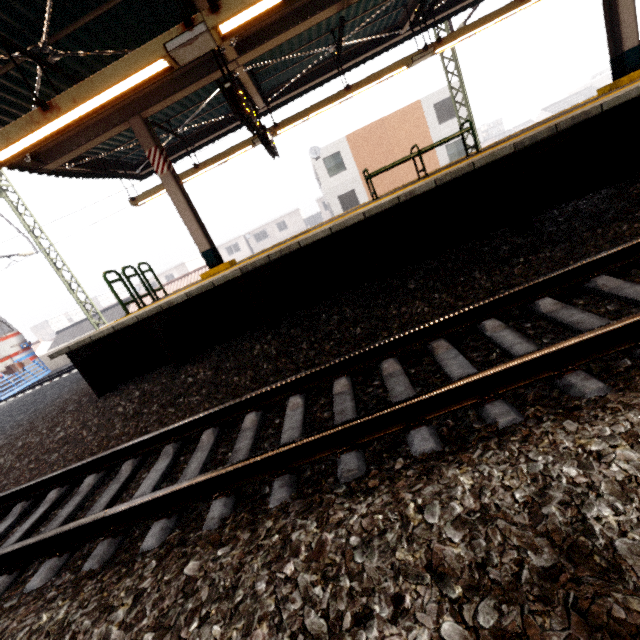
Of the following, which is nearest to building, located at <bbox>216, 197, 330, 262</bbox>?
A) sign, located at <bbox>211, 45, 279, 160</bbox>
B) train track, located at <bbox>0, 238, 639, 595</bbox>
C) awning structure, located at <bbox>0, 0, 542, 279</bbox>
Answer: awning structure, located at <bbox>0, 0, 542, 279</bbox>

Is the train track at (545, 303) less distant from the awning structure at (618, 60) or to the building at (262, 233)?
the awning structure at (618, 60)

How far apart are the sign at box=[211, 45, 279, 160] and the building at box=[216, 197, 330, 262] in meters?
45.8

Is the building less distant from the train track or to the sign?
the sign

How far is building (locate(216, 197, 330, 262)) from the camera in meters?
50.6 m

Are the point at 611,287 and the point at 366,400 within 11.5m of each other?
yes

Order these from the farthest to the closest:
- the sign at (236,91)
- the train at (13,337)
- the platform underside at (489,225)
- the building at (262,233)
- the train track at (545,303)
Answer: the building at (262,233)
the train at (13,337)
the sign at (236,91)
the platform underside at (489,225)
the train track at (545,303)

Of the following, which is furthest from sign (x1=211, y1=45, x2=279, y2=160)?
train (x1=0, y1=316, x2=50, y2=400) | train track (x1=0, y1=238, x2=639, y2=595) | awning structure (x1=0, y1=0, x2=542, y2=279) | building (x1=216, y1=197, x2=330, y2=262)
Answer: building (x1=216, y1=197, x2=330, y2=262)
